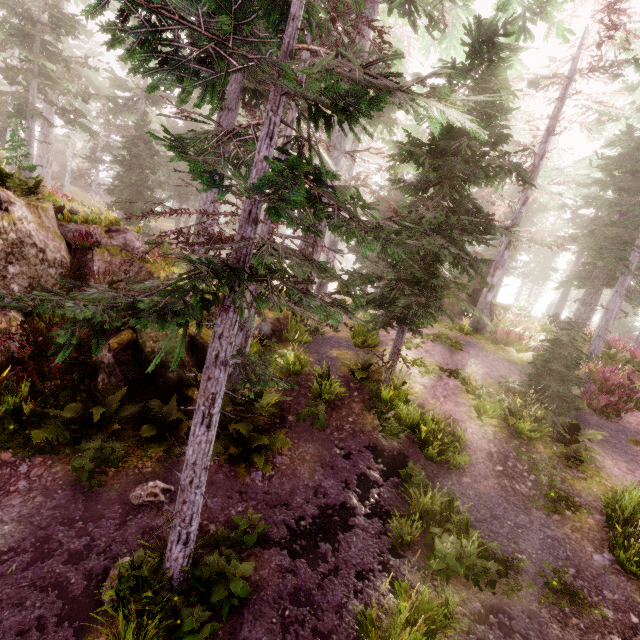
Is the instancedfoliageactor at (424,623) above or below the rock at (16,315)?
below

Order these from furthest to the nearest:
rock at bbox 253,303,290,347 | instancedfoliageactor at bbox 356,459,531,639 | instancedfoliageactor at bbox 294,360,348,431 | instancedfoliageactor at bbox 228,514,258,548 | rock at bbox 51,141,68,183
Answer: rock at bbox 51,141,68,183 → rock at bbox 253,303,290,347 → instancedfoliageactor at bbox 294,360,348,431 → instancedfoliageactor at bbox 228,514,258,548 → instancedfoliageactor at bbox 356,459,531,639

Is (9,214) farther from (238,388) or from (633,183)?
(633,183)

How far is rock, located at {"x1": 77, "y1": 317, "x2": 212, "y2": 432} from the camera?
7.73m

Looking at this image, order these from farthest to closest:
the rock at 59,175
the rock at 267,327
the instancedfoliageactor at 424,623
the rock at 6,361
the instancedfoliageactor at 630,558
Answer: the rock at 59,175 < the rock at 267,327 < the rock at 6,361 < the instancedfoliageactor at 630,558 < the instancedfoliageactor at 424,623

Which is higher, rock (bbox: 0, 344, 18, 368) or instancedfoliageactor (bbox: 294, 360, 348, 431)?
instancedfoliageactor (bbox: 294, 360, 348, 431)

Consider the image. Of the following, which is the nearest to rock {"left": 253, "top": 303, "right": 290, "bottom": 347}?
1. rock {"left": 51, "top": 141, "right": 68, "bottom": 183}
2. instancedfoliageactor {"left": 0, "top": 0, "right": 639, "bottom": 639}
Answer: instancedfoliageactor {"left": 0, "top": 0, "right": 639, "bottom": 639}

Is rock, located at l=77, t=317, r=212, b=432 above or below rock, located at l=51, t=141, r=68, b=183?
below
